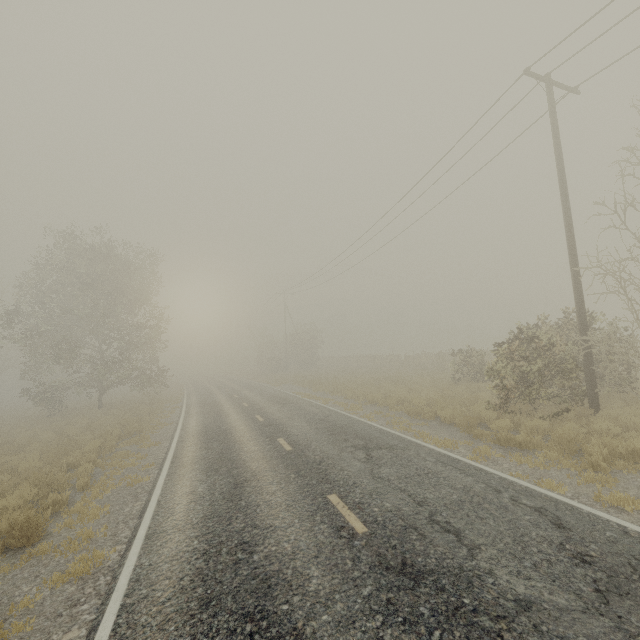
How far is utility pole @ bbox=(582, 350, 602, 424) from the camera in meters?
9.3

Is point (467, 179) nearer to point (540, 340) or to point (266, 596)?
point (540, 340)

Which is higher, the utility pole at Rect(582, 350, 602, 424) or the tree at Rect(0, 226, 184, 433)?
the tree at Rect(0, 226, 184, 433)

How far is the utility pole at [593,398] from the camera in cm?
934

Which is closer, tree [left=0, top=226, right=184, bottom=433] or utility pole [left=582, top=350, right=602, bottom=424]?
utility pole [left=582, top=350, right=602, bottom=424]

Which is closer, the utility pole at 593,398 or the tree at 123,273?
the utility pole at 593,398
